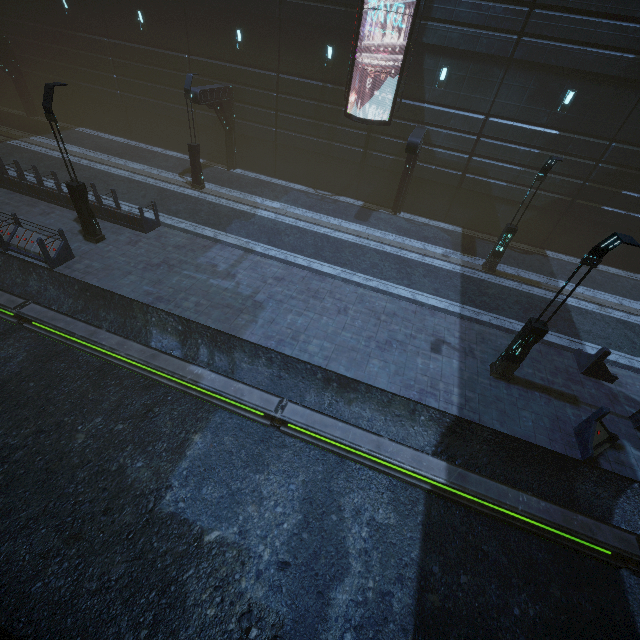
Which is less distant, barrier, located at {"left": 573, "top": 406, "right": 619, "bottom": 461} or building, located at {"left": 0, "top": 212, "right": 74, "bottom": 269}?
barrier, located at {"left": 573, "top": 406, "right": 619, "bottom": 461}

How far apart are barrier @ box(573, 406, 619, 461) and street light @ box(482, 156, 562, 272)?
8.80m

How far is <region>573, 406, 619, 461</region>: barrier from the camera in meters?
9.2

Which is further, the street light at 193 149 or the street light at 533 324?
the street light at 193 149

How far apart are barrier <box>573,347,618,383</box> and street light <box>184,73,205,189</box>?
20.8 meters

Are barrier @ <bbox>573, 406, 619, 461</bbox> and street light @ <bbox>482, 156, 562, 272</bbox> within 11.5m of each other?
yes

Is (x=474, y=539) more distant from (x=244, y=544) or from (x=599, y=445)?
(x=244, y=544)

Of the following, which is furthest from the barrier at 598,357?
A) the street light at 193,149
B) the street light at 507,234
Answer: the street light at 193,149
